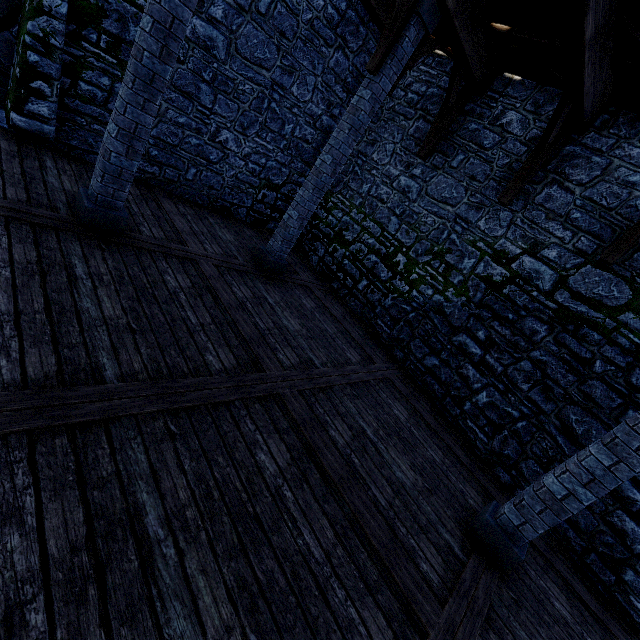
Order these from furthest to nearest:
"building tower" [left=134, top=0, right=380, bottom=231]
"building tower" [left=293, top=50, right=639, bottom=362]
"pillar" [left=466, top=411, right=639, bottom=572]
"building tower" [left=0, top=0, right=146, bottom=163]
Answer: "building tower" [left=134, top=0, right=380, bottom=231], "building tower" [left=293, top=50, right=639, bottom=362], "building tower" [left=0, top=0, right=146, bottom=163], "pillar" [left=466, top=411, right=639, bottom=572]

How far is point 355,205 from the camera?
8.8 meters

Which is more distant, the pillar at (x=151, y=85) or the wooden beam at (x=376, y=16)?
the wooden beam at (x=376, y=16)

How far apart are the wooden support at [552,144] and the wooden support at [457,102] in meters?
2.0

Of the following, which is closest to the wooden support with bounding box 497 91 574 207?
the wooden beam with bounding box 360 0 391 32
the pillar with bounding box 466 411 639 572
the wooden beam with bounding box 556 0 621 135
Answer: the wooden beam with bounding box 556 0 621 135

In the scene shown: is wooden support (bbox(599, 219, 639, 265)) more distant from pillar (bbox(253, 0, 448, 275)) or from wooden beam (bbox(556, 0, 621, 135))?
pillar (bbox(253, 0, 448, 275))

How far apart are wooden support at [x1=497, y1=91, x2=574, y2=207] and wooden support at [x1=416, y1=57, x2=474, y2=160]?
2.04m

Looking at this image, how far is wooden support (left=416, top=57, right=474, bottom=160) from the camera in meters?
6.3 m
